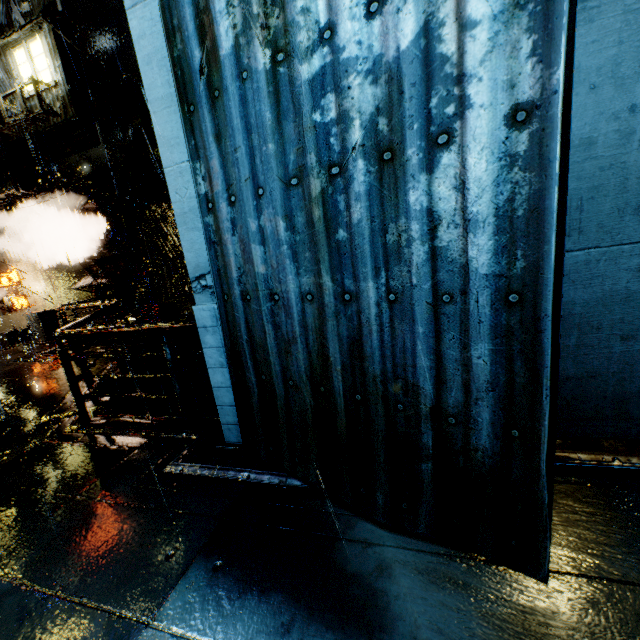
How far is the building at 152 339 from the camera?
11.7m

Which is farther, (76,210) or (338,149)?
(76,210)

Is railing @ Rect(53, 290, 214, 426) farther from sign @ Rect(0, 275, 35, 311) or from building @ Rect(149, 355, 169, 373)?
sign @ Rect(0, 275, 35, 311)

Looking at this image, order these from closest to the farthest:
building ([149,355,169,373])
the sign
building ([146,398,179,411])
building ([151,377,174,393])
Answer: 1. building ([149,355,169,373])
2. building ([151,377,174,393])
3. building ([146,398,179,411])
4. the sign

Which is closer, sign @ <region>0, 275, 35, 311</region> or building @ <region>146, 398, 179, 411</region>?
building @ <region>146, 398, 179, 411</region>

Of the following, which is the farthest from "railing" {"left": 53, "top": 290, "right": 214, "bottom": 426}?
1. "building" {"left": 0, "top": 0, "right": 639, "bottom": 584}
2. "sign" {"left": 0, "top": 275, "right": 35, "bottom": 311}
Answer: "sign" {"left": 0, "top": 275, "right": 35, "bottom": 311}
